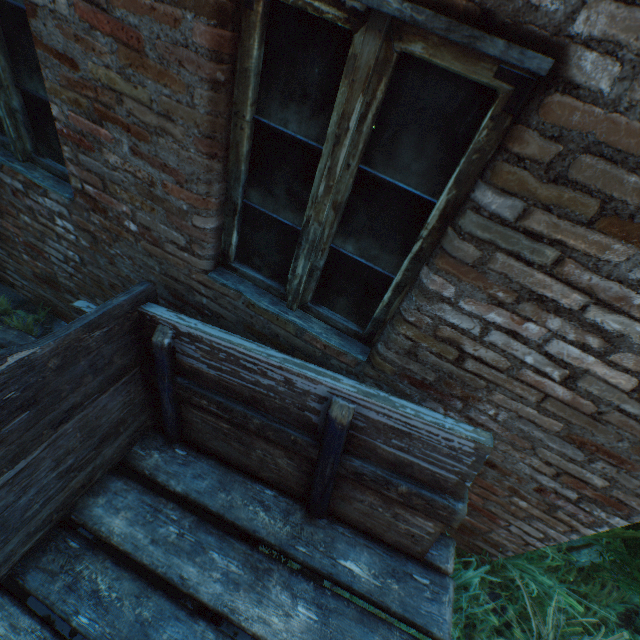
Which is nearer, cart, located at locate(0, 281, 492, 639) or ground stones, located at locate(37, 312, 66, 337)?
cart, located at locate(0, 281, 492, 639)

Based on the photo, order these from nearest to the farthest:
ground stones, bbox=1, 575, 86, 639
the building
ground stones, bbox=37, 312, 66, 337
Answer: the building, ground stones, bbox=1, 575, 86, 639, ground stones, bbox=37, 312, 66, 337

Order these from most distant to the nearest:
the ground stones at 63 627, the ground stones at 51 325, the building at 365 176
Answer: the ground stones at 51 325, the ground stones at 63 627, the building at 365 176

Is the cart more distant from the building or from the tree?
the tree

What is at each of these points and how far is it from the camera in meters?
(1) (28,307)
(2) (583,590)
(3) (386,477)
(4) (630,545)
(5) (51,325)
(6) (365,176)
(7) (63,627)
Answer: (1) ground stones, 3.0 m
(2) plants, 2.4 m
(3) cart, 1.4 m
(4) tree, 1.9 m
(5) ground stones, 2.9 m
(6) building, 1.3 m
(7) ground stones, 1.8 m

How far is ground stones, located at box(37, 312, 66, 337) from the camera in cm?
287

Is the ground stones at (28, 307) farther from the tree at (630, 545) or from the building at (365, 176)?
the tree at (630, 545)
